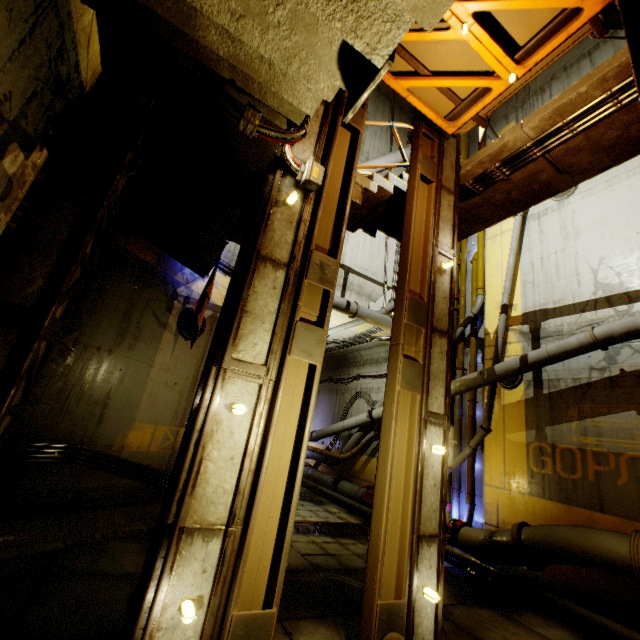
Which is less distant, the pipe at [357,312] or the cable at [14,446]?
the cable at [14,446]

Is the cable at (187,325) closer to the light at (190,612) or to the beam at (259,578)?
the beam at (259,578)

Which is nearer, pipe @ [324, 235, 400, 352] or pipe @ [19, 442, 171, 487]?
pipe @ [19, 442, 171, 487]

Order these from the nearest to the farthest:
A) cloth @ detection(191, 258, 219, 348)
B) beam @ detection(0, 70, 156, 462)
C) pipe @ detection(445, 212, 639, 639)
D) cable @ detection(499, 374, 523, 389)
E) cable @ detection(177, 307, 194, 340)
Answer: beam @ detection(0, 70, 156, 462) → pipe @ detection(445, 212, 639, 639) → cloth @ detection(191, 258, 219, 348) → cable @ detection(177, 307, 194, 340) → cable @ detection(499, 374, 523, 389)

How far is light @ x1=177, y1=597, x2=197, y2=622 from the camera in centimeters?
276cm

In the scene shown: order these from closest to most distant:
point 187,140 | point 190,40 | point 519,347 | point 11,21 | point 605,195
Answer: point 11,21 → point 190,40 → point 187,140 → point 605,195 → point 519,347

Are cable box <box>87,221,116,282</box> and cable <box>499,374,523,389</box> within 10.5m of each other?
no

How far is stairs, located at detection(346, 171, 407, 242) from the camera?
6.4 meters
